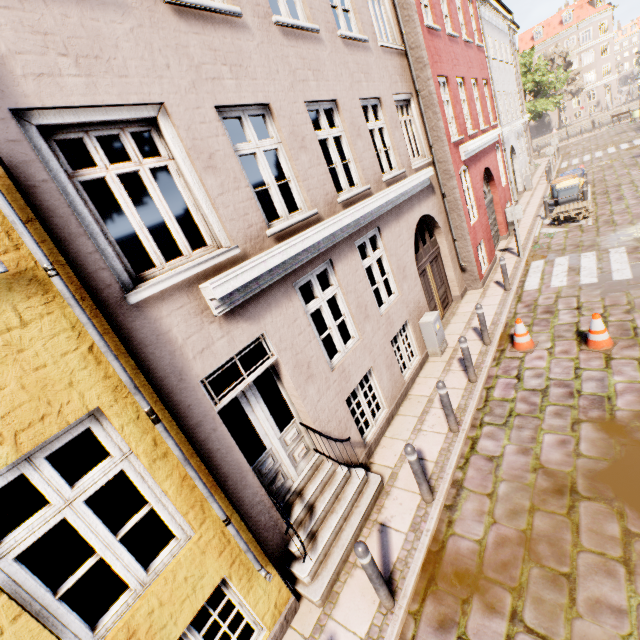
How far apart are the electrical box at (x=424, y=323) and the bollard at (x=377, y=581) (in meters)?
5.41

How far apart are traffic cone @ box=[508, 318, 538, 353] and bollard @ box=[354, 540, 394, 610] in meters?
5.7

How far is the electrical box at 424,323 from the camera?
8.0m

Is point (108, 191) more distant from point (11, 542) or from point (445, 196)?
point (445, 196)

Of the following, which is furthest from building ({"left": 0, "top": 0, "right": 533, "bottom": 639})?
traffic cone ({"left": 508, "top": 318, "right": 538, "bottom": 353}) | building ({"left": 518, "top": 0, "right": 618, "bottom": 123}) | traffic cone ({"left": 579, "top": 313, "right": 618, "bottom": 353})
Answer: building ({"left": 518, "top": 0, "right": 618, "bottom": 123})

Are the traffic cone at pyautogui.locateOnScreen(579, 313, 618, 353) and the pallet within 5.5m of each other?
no

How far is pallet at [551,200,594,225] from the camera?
13.1m

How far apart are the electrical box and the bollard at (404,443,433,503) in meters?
3.9 m
